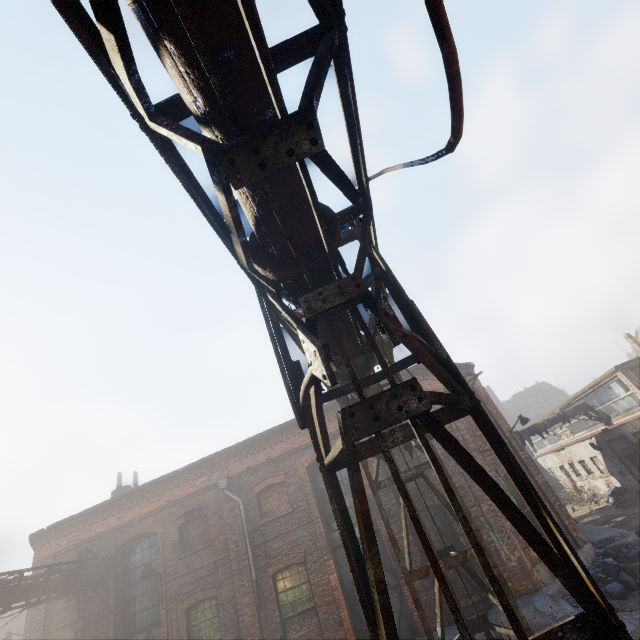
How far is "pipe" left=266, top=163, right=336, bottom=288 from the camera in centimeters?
195cm

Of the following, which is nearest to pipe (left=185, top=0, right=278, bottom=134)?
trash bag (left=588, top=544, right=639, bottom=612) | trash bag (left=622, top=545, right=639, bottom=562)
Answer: trash bag (left=588, top=544, right=639, bottom=612)

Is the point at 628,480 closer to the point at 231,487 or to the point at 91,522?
the point at 231,487

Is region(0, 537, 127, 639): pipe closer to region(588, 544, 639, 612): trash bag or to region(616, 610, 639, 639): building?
region(616, 610, 639, 639): building

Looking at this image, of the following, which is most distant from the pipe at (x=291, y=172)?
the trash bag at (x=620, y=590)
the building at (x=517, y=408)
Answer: the building at (x=517, y=408)

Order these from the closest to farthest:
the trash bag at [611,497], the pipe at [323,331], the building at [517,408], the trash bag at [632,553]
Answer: the pipe at [323,331], the trash bag at [632,553], the trash bag at [611,497], the building at [517,408]

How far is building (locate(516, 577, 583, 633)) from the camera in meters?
7.9 m

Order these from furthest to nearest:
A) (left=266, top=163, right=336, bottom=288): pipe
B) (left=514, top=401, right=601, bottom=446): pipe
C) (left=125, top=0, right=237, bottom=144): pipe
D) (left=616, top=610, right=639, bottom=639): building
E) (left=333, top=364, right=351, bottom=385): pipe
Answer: (left=514, top=401, right=601, bottom=446): pipe
(left=616, top=610, right=639, bottom=639): building
(left=333, top=364, right=351, bottom=385): pipe
(left=266, top=163, right=336, bottom=288): pipe
(left=125, top=0, right=237, bottom=144): pipe
